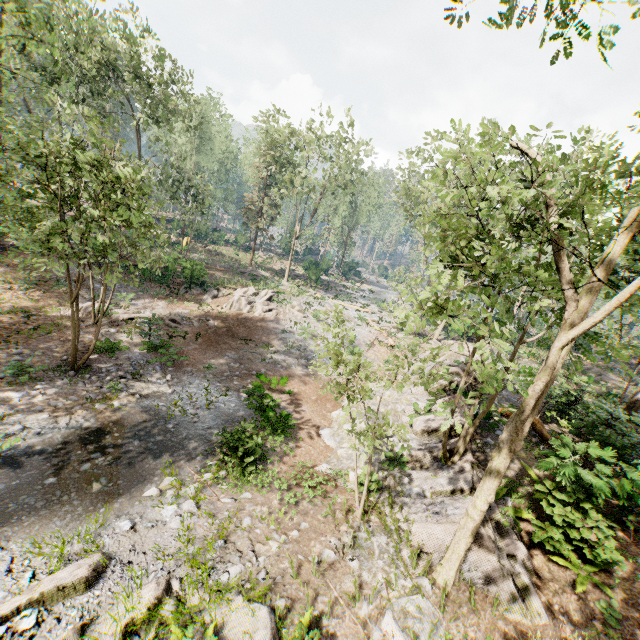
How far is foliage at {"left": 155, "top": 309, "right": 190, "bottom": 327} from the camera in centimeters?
2036cm

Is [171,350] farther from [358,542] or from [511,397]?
[511,397]

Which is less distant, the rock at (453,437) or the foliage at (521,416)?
the foliage at (521,416)

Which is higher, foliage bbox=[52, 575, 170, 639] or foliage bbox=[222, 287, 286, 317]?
foliage bbox=[222, 287, 286, 317]

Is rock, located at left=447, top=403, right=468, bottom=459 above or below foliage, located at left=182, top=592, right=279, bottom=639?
above

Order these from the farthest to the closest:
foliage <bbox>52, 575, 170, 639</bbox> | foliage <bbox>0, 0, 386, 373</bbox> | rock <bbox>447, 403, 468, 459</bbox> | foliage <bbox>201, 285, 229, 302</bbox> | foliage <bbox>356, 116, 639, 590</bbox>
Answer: foliage <bbox>201, 285, 229, 302</bbox>
rock <bbox>447, 403, 468, 459</bbox>
foliage <bbox>0, 0, 386, 373</bbox>
foliage <bbox>52, 575, 170, 639</bbox>
foliage <bbox>356, 116, 639, 590</bbox>

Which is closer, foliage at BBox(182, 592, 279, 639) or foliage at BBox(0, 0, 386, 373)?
foliage at BBox(182, 592, 279, 639)

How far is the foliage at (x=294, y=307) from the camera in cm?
662
